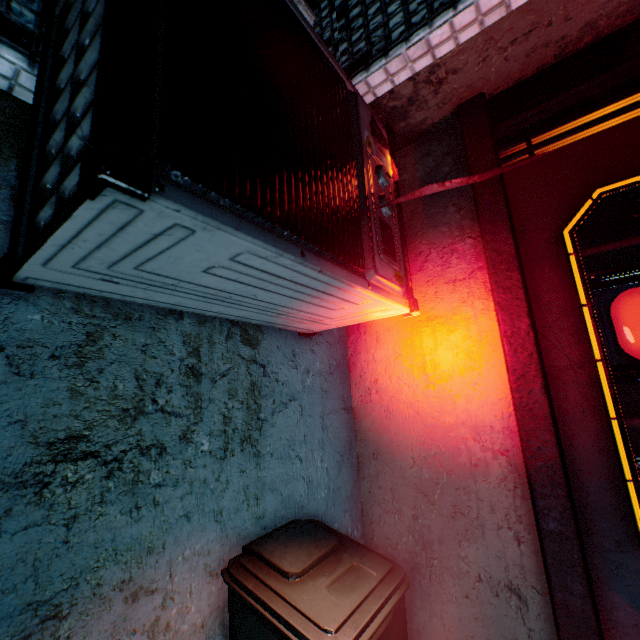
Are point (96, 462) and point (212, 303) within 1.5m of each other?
yes

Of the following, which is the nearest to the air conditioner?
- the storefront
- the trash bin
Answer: the storefront

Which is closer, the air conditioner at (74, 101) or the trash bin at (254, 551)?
the air conditioner at (74, 101)

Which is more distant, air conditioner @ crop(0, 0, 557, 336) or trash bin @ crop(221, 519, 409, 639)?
→ trash bin @ crop(221, 519, 409, 639)

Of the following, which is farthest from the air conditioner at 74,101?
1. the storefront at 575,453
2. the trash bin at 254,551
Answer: the trash bin at 254,551

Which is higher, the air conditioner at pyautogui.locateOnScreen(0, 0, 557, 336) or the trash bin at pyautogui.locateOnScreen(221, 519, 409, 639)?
the air conditioner at pyautogui.locateOnScreen(0, 0, 557, 336)

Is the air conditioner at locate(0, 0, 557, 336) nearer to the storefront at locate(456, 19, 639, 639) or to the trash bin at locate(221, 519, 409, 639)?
the storefront at locate(456, 19, 639, 639)

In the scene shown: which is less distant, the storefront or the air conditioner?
the air conditioner
